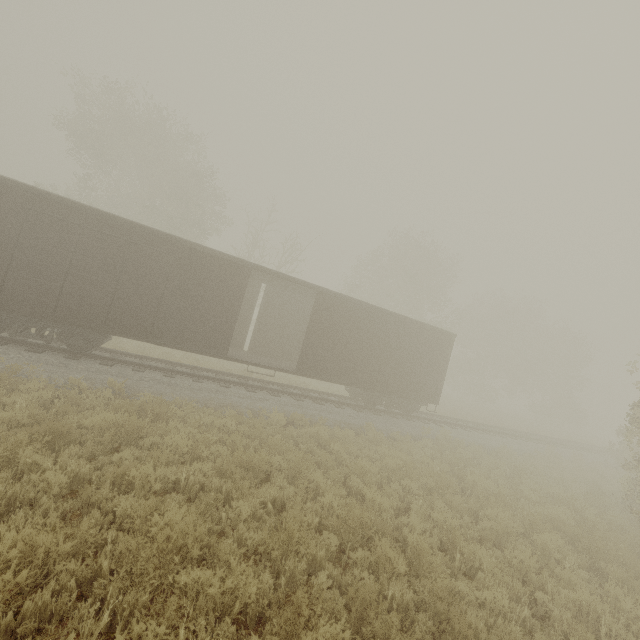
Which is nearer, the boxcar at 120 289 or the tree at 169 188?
the boxcar at 120 289

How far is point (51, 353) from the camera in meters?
10.4 m

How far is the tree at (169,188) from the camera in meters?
23.4

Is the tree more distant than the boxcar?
Yes

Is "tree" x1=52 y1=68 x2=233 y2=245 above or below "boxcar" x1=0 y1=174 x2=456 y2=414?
above

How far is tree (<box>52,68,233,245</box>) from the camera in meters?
23.4 m
